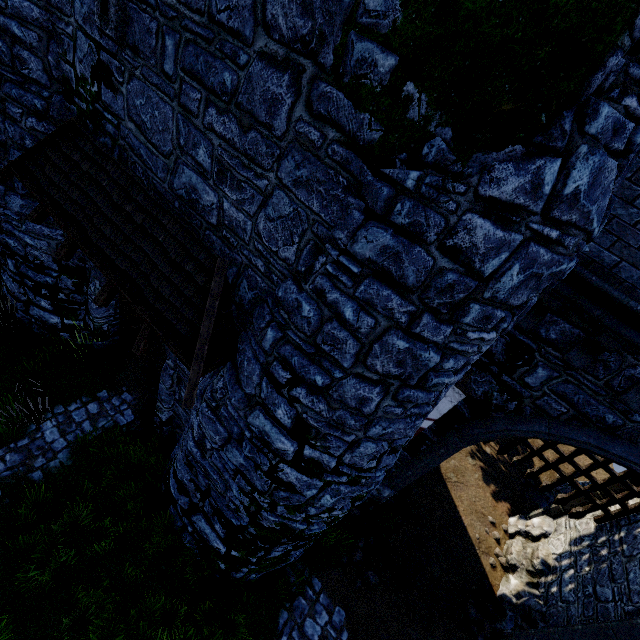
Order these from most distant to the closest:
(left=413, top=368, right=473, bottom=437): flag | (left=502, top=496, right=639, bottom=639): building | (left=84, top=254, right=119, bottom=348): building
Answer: (left=84, top=254, right=119, bottom=348): building < (left=502, top=496, right=639, bottom=639): building < (left=413, top=368, right=473, bottom=437): flag

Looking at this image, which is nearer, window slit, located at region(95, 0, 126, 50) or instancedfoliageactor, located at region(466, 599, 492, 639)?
window slit, located at region(95, 0, 126, 50)

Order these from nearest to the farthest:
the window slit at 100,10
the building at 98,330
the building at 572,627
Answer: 1. the window slit at 100,10
2. the building at 572,627
3. the building at 98,330

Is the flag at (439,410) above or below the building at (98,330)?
above

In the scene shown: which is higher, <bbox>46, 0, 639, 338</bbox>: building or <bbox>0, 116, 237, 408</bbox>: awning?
<bbox>46, 0, 639, 338</bbox>: building

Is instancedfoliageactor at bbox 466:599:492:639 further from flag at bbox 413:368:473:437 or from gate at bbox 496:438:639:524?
flag at bbox 413:368:473:437

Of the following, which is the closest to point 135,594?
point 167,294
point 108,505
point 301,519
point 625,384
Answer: point 108,505

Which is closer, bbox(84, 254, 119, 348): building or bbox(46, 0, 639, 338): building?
bbox(46, 0, 639, 338): building
